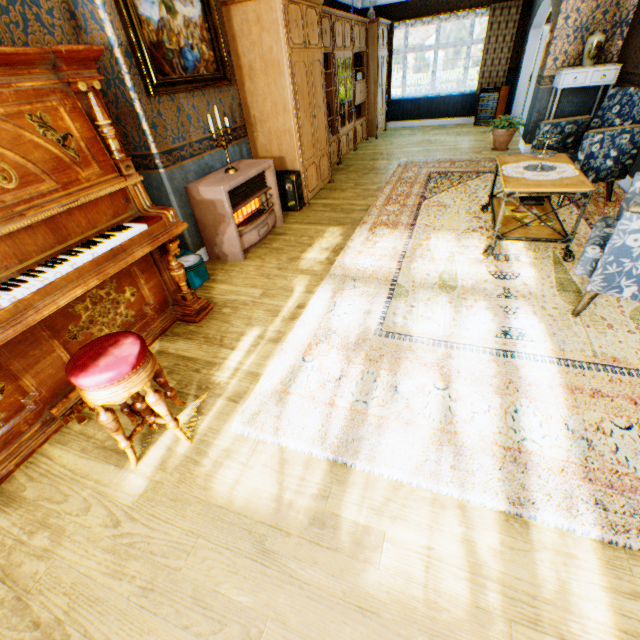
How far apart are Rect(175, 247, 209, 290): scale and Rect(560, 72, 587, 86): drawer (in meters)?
6.61

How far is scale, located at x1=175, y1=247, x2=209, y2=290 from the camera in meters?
3.4

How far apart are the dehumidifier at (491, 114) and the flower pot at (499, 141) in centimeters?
264cm

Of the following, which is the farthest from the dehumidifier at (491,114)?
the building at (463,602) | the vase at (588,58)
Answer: the vase at (588,58)

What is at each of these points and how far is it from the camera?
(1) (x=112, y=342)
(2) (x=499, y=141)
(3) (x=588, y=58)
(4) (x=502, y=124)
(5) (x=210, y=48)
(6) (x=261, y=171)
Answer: (1) piano stool, 1.7m
(2) flower pot, 6.8m
(3) vase, 5.2m
(4) plant, 6.5m
(5) painting, 3.7m
(6) heater, 4.1m

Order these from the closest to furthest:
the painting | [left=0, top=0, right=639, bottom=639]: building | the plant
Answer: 1. [left=0, top=0, right=639, bottom=639]: building
2. the painting
3. the plant

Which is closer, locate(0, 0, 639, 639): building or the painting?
locate(0, 0, 639, 639): building

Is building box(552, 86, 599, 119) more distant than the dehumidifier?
No
